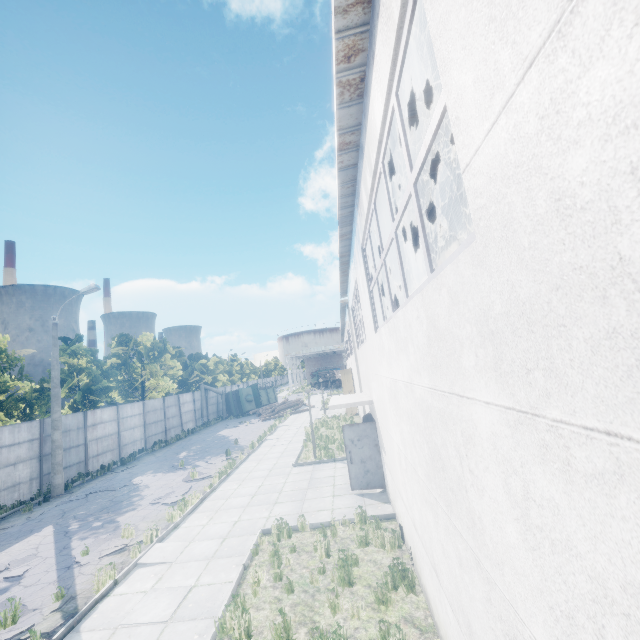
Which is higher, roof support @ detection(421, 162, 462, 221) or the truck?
roof support @ detection(421, 162, 462, 221)

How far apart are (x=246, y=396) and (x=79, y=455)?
20.1m

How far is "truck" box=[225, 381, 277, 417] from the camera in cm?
3756

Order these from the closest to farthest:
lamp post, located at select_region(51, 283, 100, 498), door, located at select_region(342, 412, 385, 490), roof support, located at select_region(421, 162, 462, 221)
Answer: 1. roof support, located at select_region(421, 162, 462, 221)
2. door, located at select_region(342, 412, 385, 490)
3. lamp post, located at select_region(51, 283, 100, 498)

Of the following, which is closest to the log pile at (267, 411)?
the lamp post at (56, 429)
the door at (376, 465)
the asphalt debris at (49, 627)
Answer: the lamp post at (56, 429)

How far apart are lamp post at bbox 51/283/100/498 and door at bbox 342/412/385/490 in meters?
14.5

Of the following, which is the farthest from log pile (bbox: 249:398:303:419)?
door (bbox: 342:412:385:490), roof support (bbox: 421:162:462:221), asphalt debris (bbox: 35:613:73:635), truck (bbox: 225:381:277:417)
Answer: asphalt debris (bbox: 35:613:73:635)

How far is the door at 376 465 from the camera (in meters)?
10.75
